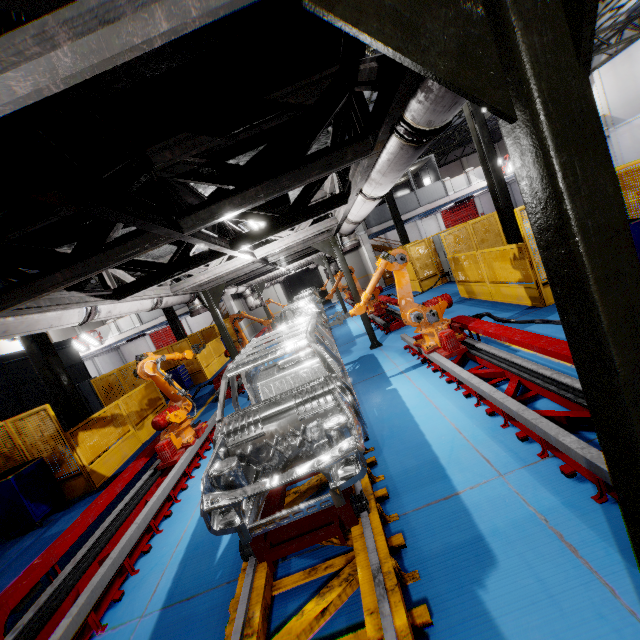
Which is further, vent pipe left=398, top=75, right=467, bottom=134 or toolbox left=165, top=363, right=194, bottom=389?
toolbox left=165, top=363, right=194, bottom=389

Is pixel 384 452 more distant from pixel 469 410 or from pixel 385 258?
pixel 385 258

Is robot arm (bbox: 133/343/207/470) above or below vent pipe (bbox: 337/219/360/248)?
below

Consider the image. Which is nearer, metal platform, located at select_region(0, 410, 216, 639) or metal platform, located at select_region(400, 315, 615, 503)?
metal platform, located at select_region(400, 315, 615, 503)

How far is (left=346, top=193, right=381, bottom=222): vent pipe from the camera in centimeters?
474cm

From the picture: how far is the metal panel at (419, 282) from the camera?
14.73m

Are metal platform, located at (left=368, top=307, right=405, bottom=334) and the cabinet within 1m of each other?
no

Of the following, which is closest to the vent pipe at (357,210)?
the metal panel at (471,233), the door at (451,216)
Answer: the metal panel at (471,233)
